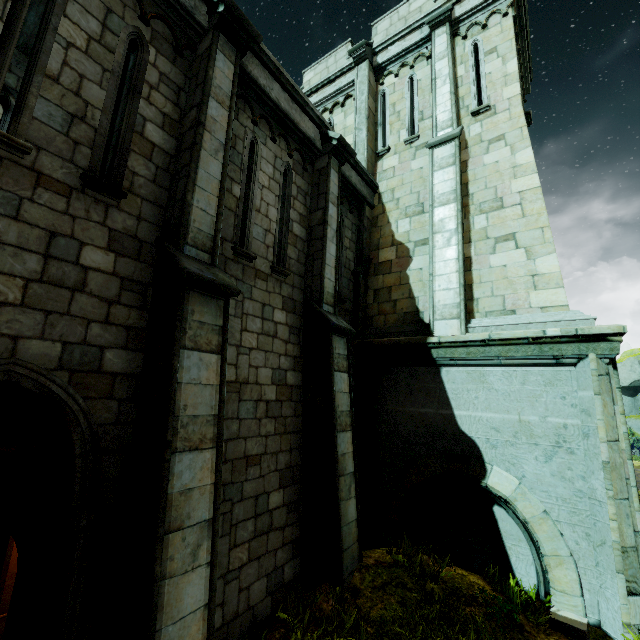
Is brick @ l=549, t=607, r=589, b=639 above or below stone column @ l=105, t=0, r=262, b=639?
below

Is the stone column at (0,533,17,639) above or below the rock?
below

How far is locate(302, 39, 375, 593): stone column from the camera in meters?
5.6

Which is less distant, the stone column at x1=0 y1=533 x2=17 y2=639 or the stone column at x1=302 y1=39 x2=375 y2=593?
the stone column at x1=0 y1=533 x2=17 y2=639

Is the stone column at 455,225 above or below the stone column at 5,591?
above

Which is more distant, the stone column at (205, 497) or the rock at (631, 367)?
the rock at (631, 367)

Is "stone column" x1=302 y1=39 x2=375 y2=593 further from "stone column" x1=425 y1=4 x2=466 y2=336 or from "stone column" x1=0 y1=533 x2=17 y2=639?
"stone column" x1=0 y1=533 x2=17 y2=639

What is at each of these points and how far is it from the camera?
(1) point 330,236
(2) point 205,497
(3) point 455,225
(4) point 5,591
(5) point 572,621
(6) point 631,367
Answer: (1) stone column, 7.37m
(2) stone column, 3.65m
(3) stone column, 7.78m
(4) stone column, 4.80m
(5) brick, 4.98m
(6) rock, 31.02m
